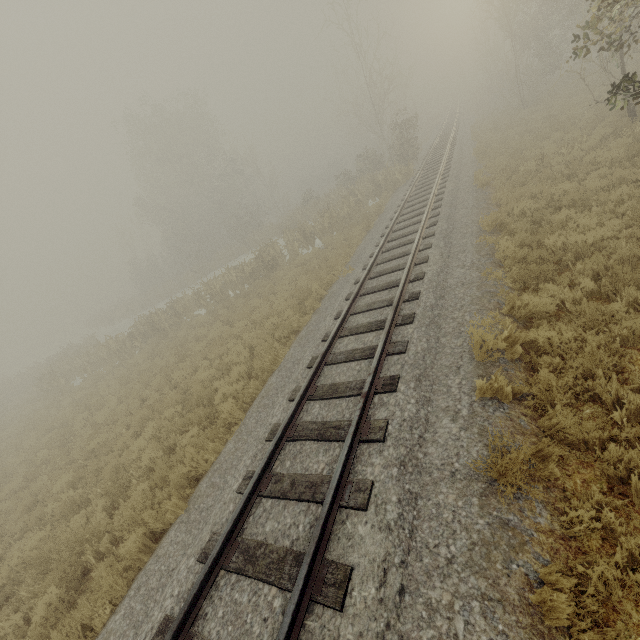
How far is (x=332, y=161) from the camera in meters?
56.9 m
